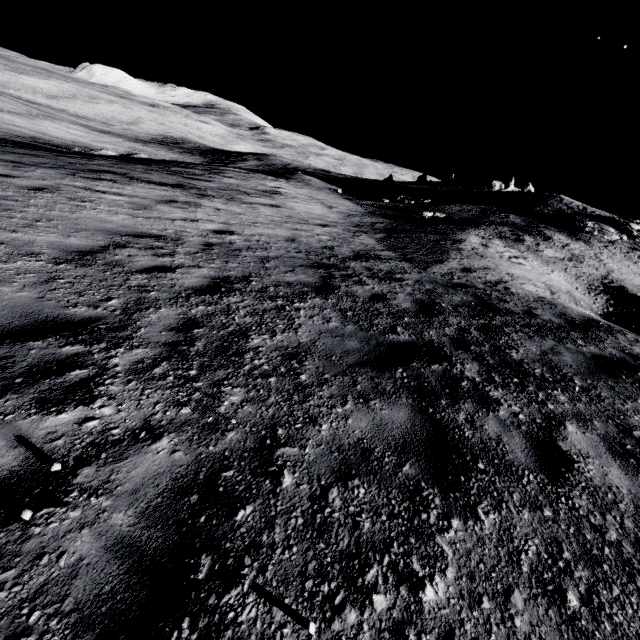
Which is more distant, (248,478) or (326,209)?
(326,209)
